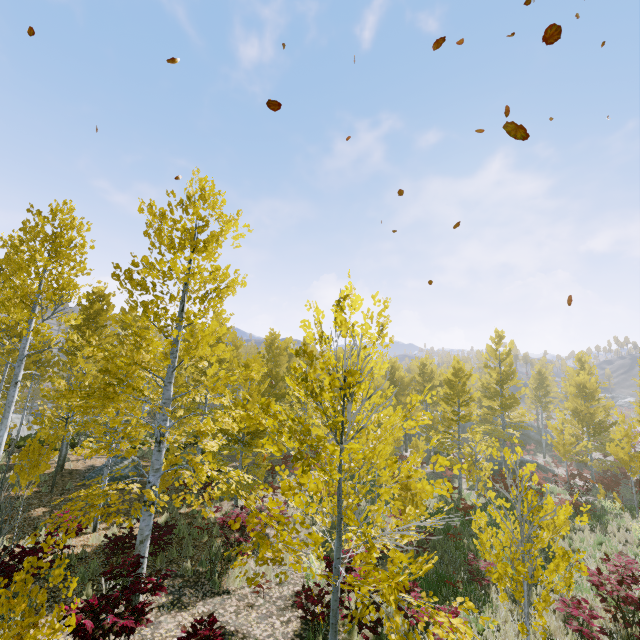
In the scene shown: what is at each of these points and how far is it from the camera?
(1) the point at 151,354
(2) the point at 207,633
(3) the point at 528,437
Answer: (1) instancedfoliageactor, 8.7m
(2) instancedfoliageactor, 5.2m
(3) rock, 42.9m

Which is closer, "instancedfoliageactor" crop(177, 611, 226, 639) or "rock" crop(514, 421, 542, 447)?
"instancedfoliageactor" crop(177, 611, 226, 639)

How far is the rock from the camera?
42.44m

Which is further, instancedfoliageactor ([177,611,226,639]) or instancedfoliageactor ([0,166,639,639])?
instancedfoliageactor ([177,611,226,639])

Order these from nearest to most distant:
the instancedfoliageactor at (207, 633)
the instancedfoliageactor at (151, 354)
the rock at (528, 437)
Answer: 1. the instancedfoliageactor at (151, 354)
2. the instancedfoliageactor at (207, 633)
3. the rock at (528, 437)

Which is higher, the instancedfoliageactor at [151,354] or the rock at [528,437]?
the instancedfoliageactor at [151,354]

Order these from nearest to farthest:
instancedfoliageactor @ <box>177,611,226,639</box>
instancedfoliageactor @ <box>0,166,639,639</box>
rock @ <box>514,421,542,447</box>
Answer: instancedfoliageactor @ <box>0,166,639,639</box> < instancedfoliageactor @ <box>177,611,226,639</box> < rock @ <box>514,421,542,447</box>
